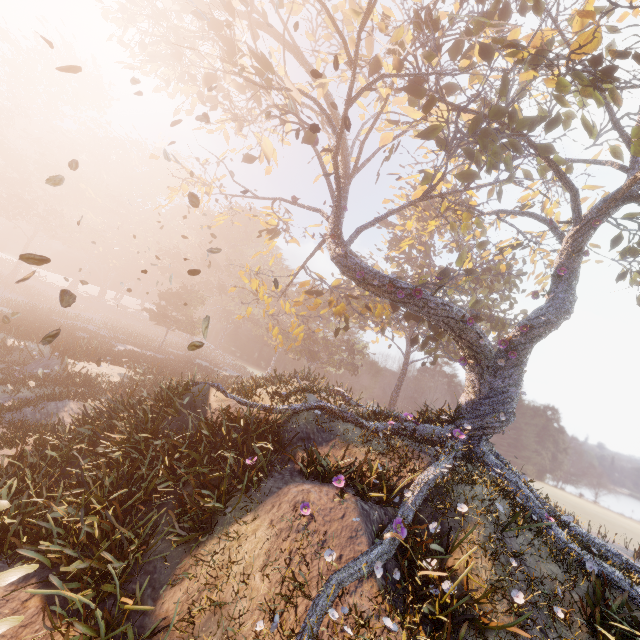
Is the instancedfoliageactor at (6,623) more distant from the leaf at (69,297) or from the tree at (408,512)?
the tree at (408,512)

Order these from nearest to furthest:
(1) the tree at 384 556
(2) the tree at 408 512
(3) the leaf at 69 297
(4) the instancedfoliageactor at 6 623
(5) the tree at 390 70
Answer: (4) the instancedfoliageactor at 6 623, (1) the tree at 384 556, (3) the leaf at 69 297, (2) the tree at 408 512, (5) the tree at 390 70

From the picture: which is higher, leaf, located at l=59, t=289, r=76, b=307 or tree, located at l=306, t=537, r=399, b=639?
leaf, located at l=59, t=289, r=76, b=307

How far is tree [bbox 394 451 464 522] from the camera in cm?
773

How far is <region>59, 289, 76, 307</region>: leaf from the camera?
5.6m

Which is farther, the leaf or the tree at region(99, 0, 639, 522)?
Result: the tree at region(99, 0, 639, 522)

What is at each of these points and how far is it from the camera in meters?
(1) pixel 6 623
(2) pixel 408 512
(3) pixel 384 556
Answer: (1) instancedfoliageactor, 4.2 m
(2) tree, 7.7 m
(3) tree, 6.5 m

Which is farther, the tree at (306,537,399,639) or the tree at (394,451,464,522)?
the tree at (394,451,464,522)
